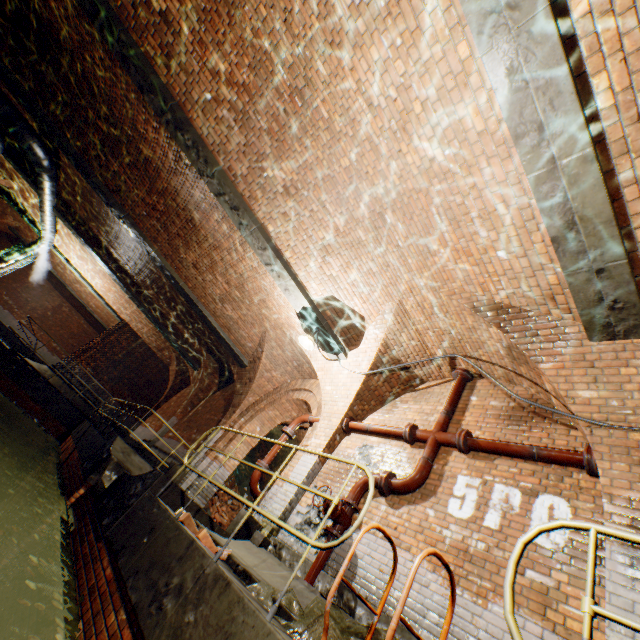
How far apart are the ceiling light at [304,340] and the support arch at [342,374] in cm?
73

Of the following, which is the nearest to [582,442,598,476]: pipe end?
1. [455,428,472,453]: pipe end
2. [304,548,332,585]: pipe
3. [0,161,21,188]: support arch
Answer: [455,428,472,453]: pipe end

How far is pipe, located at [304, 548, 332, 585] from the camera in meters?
4.6 m

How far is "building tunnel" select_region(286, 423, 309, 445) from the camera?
12.6 meters

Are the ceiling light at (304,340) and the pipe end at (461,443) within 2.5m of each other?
no

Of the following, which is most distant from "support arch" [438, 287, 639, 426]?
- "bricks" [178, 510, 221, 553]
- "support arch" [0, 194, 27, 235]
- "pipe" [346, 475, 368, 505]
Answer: "support arch" [0, 194, 27, 235]

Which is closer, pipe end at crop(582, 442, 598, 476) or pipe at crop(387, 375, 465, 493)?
pipe end at crop(582, 442, 598, 476)

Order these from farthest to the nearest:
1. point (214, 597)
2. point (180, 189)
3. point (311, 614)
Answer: point (180, 189), point (311, 614), point (214, 597)
